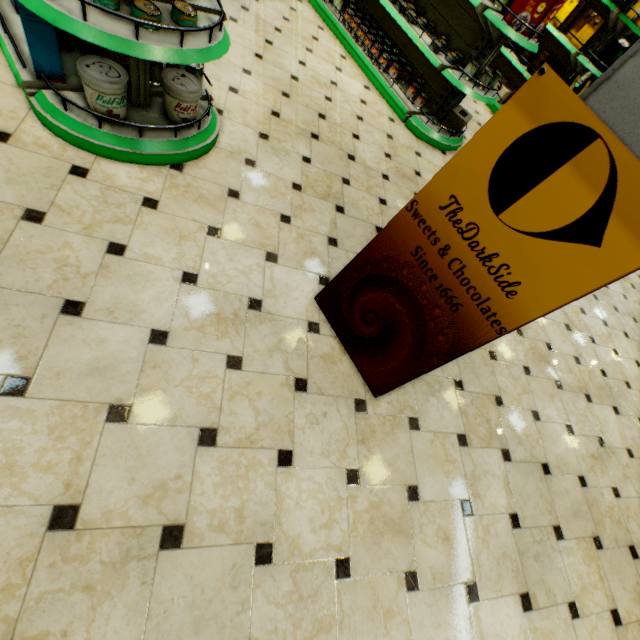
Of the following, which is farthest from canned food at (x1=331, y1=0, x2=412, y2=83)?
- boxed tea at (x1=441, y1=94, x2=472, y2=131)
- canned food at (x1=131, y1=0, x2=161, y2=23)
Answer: canned food at (x1=131, y1=0, x2=161, y2=23)

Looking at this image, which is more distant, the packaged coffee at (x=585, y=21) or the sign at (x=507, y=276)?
the packaged coffee at (x=585, y=21)

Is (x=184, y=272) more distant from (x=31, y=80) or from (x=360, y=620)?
(x=360, y=620)

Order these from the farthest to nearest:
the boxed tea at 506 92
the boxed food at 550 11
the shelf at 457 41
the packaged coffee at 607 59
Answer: the boxed tea at 506 92 → the packaged coffee at 607 59 → the shelf at 457 41 → the boxed food at 550 11

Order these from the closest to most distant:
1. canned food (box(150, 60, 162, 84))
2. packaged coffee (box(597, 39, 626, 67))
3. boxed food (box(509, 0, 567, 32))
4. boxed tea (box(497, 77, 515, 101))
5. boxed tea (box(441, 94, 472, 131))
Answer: canned food (box(150, 60, 162, 84)) → boxed food (box(509, 0, 567, 32)) → boxed tea (box(441, 94, 472, 131)) → packaged coffee (box(597, 39, 626, 67)) → boxed tea (box(497, 77, 515, 101))

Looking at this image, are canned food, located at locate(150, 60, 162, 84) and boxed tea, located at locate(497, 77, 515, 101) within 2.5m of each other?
no

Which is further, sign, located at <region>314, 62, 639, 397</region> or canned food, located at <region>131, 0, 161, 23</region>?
canned food, located at <region>131, 0, 161, 23</region>

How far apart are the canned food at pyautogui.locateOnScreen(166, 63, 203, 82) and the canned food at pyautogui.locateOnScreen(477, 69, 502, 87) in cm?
376
